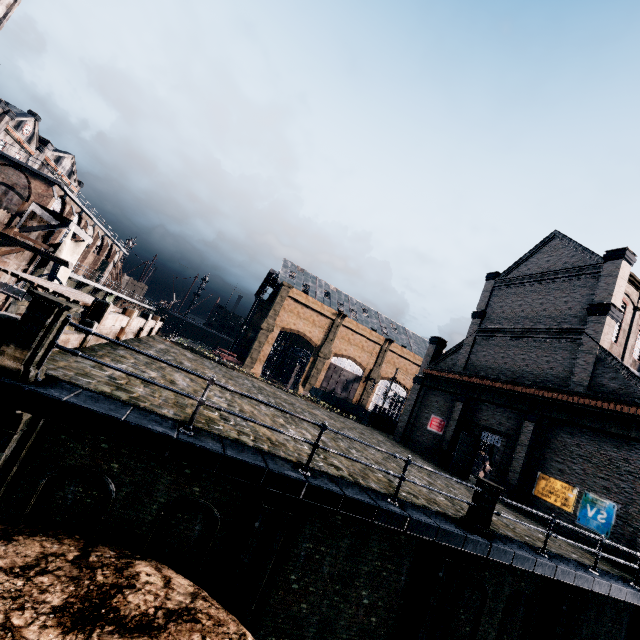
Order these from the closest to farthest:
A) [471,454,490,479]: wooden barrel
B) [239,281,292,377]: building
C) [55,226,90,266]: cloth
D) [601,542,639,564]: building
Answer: [601,542,639,564]: building → [55,226,90,266]: cloth → [471,454,490,479]: wooden barrel → [239,281,292,377]: building

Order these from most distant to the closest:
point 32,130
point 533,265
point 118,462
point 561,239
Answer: point 32,130 → point 533,265 → point 561,239 → point 118,462

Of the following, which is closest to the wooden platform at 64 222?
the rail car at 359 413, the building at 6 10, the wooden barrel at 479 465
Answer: the building at 6 10

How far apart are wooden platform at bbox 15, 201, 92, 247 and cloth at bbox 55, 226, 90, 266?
0.01m

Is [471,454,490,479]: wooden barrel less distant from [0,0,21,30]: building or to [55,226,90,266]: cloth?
[55,226,90,266]: cloth

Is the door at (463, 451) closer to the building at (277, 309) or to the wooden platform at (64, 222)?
the building at (277, 309)

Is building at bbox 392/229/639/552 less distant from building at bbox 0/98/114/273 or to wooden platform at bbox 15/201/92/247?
building at bbox 0/98/114/273

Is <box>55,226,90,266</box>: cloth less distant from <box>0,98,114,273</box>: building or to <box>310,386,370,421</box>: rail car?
<box>0,98,114,273</box>: building
